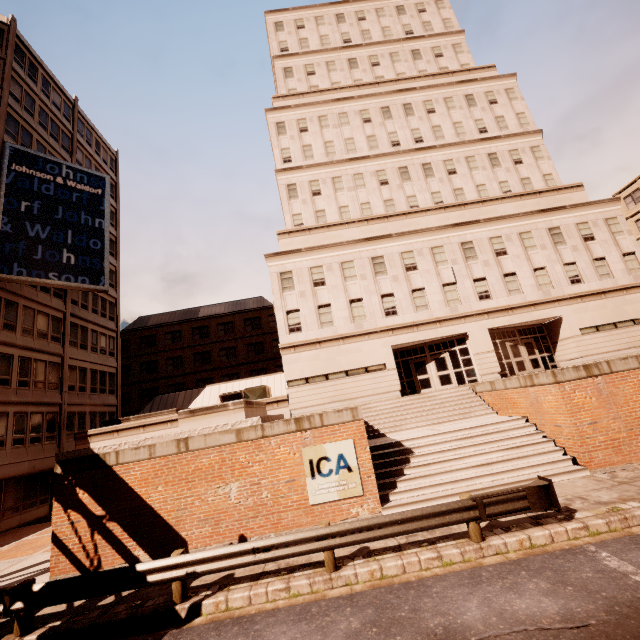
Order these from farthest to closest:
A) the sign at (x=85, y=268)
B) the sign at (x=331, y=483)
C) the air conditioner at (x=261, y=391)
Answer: the air conditioner at (x=261, y=391) < the sign at (x=85, y=268) < the sign at (x=331, y=483)

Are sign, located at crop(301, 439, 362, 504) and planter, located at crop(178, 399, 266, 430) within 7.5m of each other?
yes

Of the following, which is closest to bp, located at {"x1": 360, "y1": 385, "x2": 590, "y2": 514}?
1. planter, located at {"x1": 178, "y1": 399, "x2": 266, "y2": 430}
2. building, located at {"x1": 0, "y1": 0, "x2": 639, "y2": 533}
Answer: planter, located at {"x1": 178, "y1": 399, "x2": 266, "y2": 430}

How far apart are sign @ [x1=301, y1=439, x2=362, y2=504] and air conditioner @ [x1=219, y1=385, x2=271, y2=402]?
12.7 meters

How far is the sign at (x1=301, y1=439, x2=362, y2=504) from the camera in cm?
1038

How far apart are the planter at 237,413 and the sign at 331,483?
2.6m

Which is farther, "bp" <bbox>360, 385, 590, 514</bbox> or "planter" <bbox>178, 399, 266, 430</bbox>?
"planter" <bbox>178, 399, 266, 430</bbox>

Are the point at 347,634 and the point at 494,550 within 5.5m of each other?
yes
